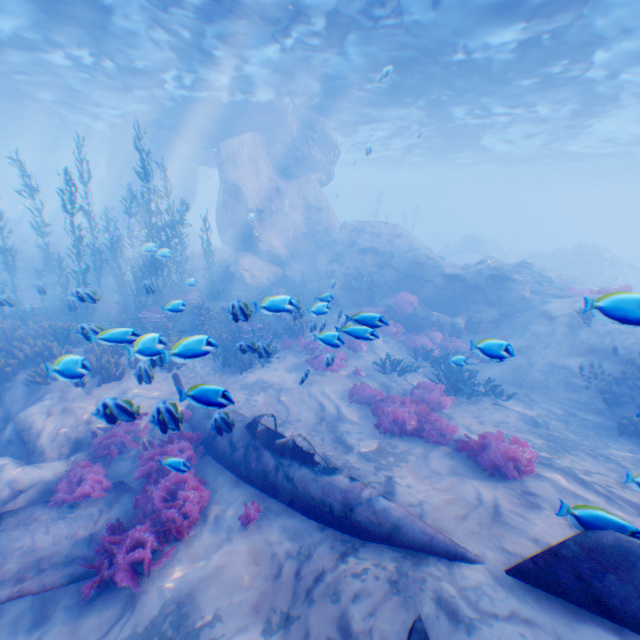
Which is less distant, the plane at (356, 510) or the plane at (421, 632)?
the plane at (421, 632)

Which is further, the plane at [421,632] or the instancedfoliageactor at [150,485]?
the instancedfoliageactor at [150,485]

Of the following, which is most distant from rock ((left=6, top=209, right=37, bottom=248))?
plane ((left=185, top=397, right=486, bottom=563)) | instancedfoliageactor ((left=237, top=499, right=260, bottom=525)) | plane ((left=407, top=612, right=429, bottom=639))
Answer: instancedfoliageactor ((left=237, top=499, right=260, bottom=525))

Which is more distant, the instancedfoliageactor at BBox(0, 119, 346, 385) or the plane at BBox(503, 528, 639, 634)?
the instancedfoliageactor at BBox(0, 119, 346, 385)

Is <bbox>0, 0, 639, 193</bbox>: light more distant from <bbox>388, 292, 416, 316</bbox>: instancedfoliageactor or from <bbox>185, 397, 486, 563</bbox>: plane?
<bbox>185, 397, 486, 563</bbox>: plane

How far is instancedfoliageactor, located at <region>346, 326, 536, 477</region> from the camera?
6.64m

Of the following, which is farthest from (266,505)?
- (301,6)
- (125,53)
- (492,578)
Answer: → (125,53)

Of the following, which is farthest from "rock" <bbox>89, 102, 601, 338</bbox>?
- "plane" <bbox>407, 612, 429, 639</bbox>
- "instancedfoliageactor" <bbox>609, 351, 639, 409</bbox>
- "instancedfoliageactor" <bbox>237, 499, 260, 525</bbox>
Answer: "instancedfoliageactor" <bbox>609, 351, 639, 409</bbox>
